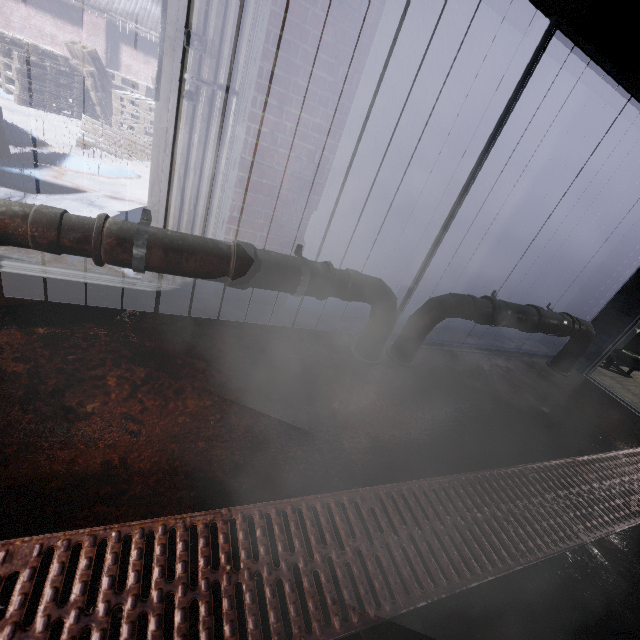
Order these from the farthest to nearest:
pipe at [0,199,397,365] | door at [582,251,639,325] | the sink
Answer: the sink, door at [582,251,639,325], pipe at [0,199,397,365]

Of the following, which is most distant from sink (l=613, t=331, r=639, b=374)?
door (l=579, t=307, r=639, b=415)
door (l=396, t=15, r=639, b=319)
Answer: door (l=396, t=15, r=639, b=319)

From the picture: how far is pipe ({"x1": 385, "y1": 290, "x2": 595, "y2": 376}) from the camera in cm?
213

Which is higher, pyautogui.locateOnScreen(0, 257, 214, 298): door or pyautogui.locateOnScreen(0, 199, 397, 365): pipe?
pyautogui.locateOnScreen(0, 199, 397, 365): pipe

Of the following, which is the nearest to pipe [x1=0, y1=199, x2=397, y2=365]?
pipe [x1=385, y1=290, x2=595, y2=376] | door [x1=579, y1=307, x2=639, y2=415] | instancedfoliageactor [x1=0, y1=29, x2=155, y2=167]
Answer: pipe [x1=385, y1=290, x2=595, y2=376]

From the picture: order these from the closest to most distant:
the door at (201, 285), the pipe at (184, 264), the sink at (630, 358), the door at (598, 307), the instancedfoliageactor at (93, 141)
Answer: the pipe at (184, 264)
the door at (201, 285)
the door at (598, 307)
the sink at (630, 358)
the instancedfoliageactor at (93, 141)

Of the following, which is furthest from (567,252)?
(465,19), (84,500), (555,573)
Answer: (84,500)

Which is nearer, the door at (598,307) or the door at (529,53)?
the door at (529,53)
